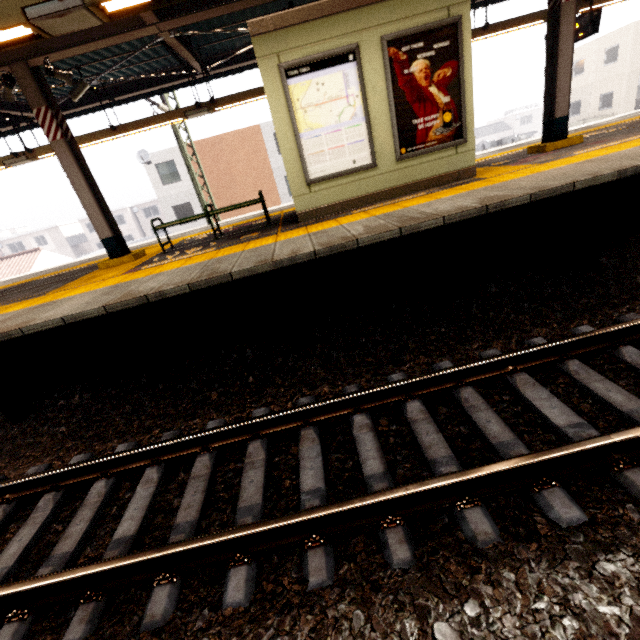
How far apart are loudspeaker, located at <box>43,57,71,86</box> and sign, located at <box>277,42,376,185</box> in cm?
394

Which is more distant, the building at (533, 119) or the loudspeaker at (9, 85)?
the building at (533, 119)

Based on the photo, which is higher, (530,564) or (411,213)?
(411,213)

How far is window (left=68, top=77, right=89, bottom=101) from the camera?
6.86m

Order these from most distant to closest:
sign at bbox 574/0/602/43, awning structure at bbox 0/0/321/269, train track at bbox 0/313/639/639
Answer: sign at bbox 574/0/602/43, awning structure at bbox 0/0/321/269, train track at bbox 0/313/639/639

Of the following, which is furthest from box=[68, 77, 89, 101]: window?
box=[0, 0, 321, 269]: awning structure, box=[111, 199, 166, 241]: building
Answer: box=[111, 199, 166, 241]: building

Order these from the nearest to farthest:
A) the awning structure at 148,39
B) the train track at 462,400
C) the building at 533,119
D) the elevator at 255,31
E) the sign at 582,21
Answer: the train track at 462,400
the awning structure at 148,39
the elevator at 255,31
the sign at 582,21
the building at 533,119

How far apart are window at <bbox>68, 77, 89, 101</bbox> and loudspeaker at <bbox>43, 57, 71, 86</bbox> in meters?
1.1 m
